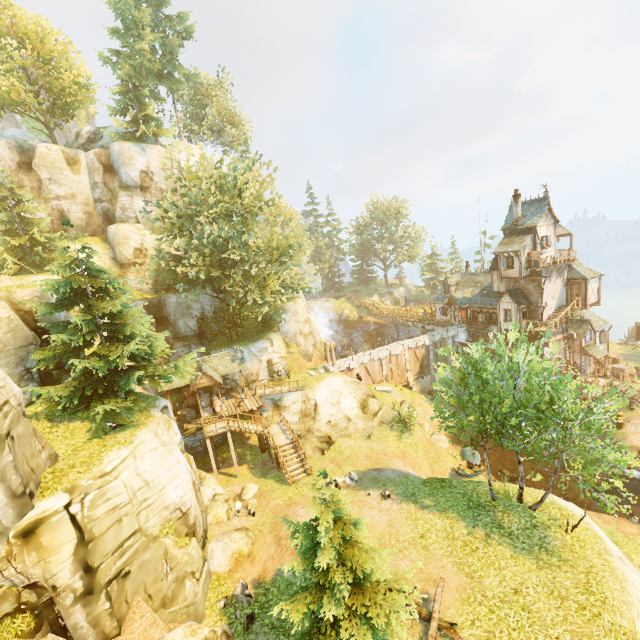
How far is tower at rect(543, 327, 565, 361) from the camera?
32.5 meters

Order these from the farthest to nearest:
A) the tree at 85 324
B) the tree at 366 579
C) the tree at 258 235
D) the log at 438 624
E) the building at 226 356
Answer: the tree at 258 235, the building at 226 356, the tree at 85 324, the log at 438 624, the tree at 366 579

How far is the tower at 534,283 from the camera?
32.3 meters

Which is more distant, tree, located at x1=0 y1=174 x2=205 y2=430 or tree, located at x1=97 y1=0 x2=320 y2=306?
tree, located at x1=97 y1=0 x2=320 y2=306

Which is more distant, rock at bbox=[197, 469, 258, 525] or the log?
rock at bbox=[197, 469, 258, 525]

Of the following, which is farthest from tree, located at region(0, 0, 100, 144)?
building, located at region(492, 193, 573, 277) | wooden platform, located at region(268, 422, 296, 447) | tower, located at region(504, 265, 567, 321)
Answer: tower, located at region(504, 265, 567, 321)

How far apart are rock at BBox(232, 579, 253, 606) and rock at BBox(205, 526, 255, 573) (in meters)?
0.93

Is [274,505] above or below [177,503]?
below
